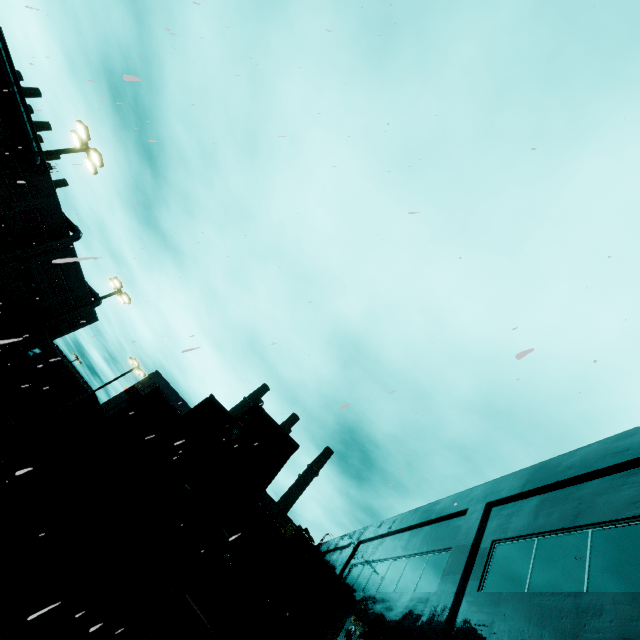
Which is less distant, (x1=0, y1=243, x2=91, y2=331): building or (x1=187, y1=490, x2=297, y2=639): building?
(x1=187, y1=490, x2=297, y2=639): building

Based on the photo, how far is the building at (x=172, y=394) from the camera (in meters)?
29.25

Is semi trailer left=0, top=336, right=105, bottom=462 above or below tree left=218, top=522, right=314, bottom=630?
below

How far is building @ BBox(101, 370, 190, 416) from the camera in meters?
29.2 m

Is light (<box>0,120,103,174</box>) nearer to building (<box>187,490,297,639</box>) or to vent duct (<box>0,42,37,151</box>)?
building (<box>187,490,297,639</box>)

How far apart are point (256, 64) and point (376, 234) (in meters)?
7.34

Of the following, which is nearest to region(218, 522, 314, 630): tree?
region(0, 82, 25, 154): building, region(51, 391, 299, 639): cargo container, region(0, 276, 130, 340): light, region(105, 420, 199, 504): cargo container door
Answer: region(0, 82, 25, 154): building

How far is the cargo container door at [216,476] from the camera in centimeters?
923cm
